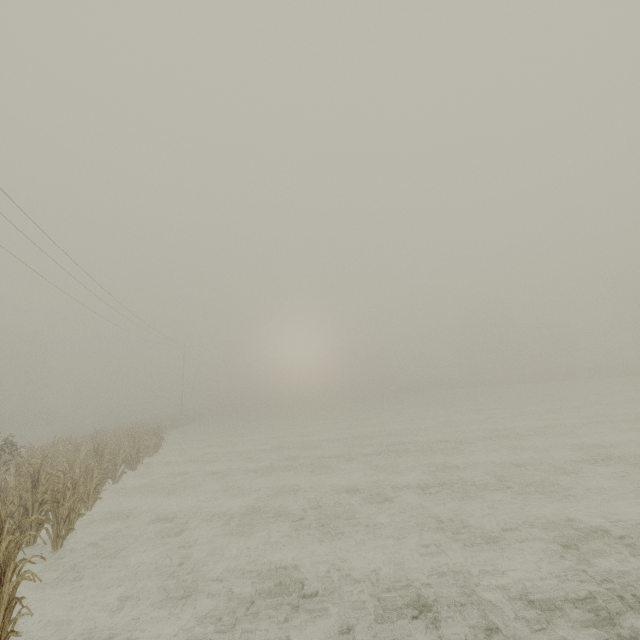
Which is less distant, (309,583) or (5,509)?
(309,583)
